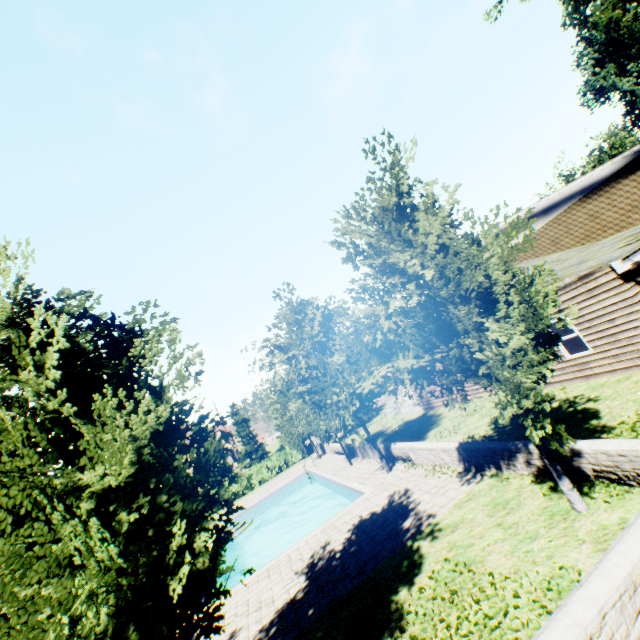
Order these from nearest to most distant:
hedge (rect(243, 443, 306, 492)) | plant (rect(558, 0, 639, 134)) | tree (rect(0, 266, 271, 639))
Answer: tree (rect(0, 266, 271, 639))
plant (rect(558, 0, 639, 134))
hedge (rect(243, 443, 306, 492))

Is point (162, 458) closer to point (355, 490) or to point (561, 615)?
point (561, 615)

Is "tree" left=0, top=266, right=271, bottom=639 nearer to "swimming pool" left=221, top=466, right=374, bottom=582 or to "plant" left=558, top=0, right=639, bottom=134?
"swimming pool" left=221, top=466, right=374, bottom=582

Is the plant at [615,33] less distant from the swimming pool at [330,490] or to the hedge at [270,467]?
the hedge at [270,467]

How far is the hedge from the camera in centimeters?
3131cm

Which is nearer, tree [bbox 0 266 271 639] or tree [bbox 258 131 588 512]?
tree [bbox 0 266 271 639]

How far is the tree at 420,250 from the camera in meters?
5.6

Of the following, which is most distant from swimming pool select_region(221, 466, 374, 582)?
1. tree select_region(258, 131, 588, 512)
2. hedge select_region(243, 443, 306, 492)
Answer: hedge select_region(243, 443, 306, 492)
